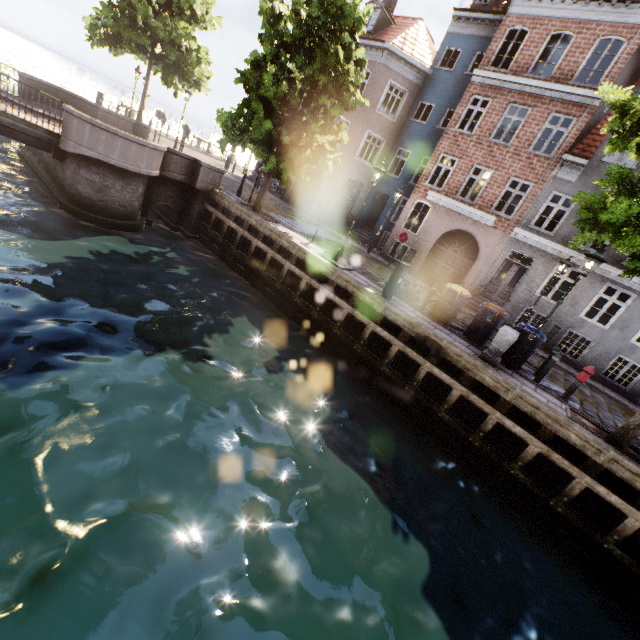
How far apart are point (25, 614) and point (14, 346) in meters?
4.4

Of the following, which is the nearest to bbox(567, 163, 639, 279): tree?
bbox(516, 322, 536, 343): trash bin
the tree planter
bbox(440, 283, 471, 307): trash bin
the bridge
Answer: the tree planter

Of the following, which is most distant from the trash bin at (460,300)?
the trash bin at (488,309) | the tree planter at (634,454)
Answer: the tree planter at (634,454)

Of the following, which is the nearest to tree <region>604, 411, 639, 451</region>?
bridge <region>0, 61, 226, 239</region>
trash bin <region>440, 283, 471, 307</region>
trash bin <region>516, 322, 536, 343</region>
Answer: bridge <region>0, 61, 226, 239</region>

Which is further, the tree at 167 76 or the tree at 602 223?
the tree at 167 76

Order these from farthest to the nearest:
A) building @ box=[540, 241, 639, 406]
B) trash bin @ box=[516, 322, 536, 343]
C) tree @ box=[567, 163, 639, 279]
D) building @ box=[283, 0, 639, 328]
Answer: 1. building @ box=[283, 0, 639, 328]
2. building @ box=[540, 241, 639, 406]
3. trash bin @ box=[516, 322, 536, 343]
4. tree @ box=[567, 163, 639, 279]

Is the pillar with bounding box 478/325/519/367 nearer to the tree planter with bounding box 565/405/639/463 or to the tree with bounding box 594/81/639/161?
the tree planter with bounding box 565/405/639/463

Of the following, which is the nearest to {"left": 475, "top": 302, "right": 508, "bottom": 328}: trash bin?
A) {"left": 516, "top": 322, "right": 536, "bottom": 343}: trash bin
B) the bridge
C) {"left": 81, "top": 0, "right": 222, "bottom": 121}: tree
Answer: {"left": 516, "top": 322, "right": 536, "bottom": 343}: trash bin
